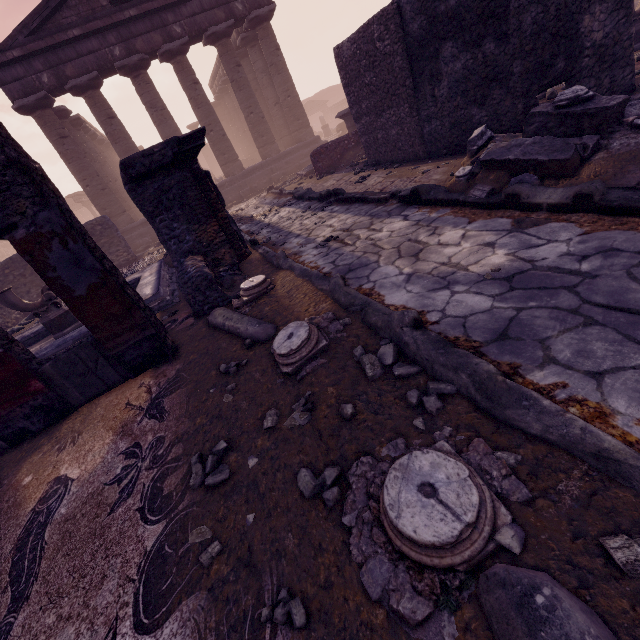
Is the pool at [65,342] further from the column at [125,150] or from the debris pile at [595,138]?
the column at [125,150]

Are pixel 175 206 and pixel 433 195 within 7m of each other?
yes

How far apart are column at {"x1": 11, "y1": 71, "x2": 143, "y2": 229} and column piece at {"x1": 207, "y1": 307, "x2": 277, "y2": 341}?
16.22m

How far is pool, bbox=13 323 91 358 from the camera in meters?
5.3

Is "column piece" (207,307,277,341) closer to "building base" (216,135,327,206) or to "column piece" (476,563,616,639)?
"column piece" (476,563,616,639)

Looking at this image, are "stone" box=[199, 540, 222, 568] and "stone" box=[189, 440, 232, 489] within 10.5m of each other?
yes

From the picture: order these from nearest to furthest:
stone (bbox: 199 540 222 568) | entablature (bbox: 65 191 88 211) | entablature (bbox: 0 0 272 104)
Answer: stone (bbox: 199 540 222 568) < entablature (bbox: 0 0 272 104) < entablature (bbox: 65 191 88 211)

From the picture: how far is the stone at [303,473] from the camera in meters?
1.6
